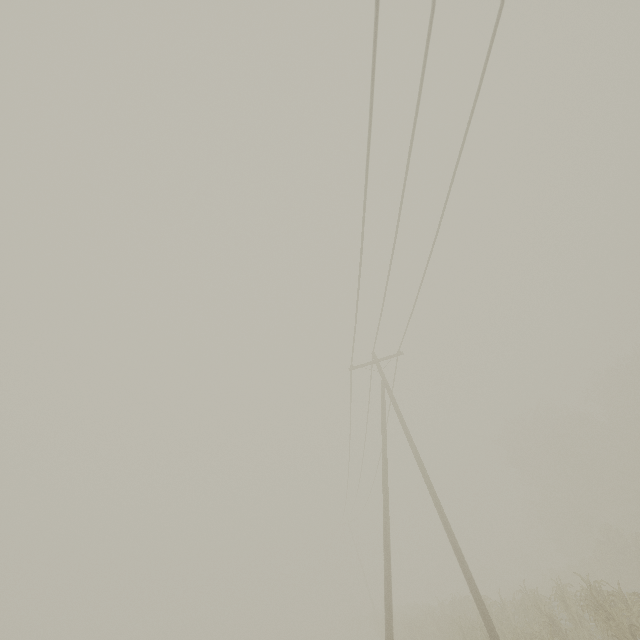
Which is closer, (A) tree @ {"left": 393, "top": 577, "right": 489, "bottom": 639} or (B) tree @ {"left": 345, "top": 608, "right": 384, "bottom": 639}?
(A) tree @ {"left": 393, "top": 577, "right": 489, "bottom": 639}

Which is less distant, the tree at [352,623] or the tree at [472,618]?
the tree at [472,618]

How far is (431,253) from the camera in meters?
11.1
